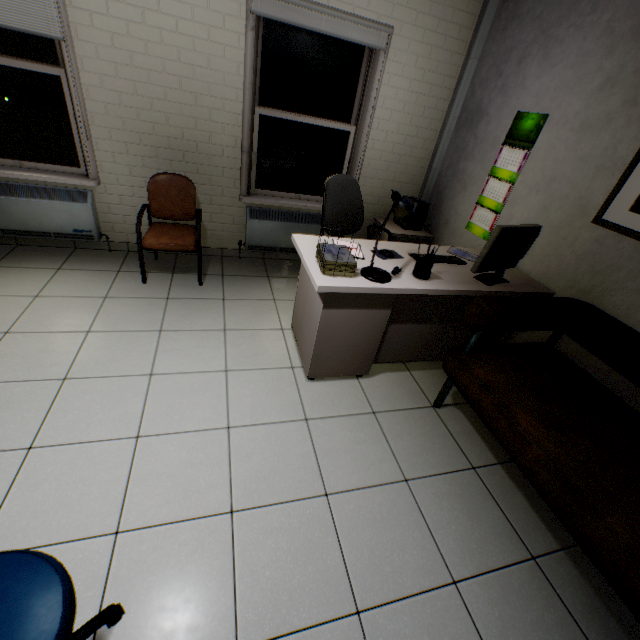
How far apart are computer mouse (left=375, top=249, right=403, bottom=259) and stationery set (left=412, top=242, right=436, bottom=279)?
0.29m

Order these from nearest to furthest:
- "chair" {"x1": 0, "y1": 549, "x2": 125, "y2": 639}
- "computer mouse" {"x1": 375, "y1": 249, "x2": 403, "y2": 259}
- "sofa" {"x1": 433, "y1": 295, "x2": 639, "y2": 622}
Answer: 1. "chair" {"x1": 0, "y1": 549, "x2": 125, "y2": 639}
2. "sofa" {"x1": 433, "y1": 295, "x2": 639, "y2": 622}
3. "computer mouse" {"x1": 375, "y1": 249, "x2": 403, "y2": 259}

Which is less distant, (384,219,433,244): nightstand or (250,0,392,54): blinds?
(250,0,392,54): blinds

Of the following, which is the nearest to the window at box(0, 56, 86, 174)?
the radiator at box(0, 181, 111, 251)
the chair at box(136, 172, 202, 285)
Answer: the radiator at box(0, 181, 111, 251)

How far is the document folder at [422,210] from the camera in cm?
364

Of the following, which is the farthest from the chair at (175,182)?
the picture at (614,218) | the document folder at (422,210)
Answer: the picture at (614,218)

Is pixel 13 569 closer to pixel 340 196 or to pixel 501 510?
pixel 501 510

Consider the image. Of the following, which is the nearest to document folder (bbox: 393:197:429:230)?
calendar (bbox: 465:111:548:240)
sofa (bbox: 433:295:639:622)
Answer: calendar (bbox: 465:111:548:240)
